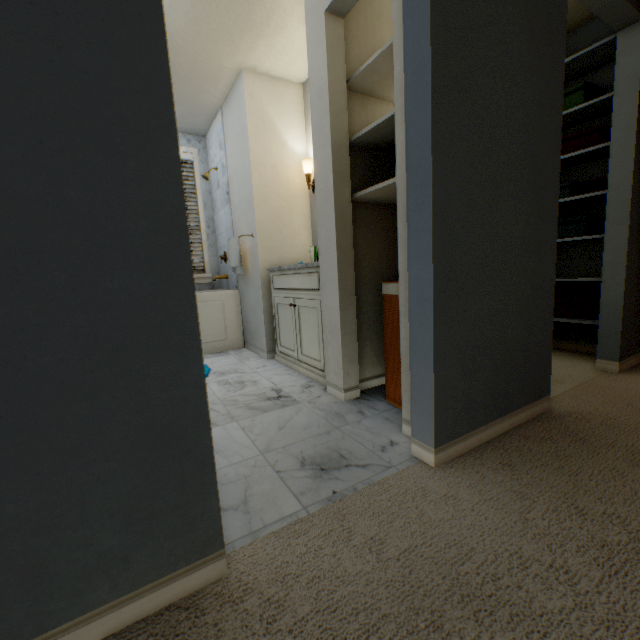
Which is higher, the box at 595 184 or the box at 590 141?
the box at 590 141

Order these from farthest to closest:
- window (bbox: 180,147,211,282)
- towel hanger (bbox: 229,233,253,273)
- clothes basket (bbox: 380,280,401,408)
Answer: window (bbox: 180,147,211,282) → towel hanger (bbox: 229,233,253,273) → clothes basket (bbox: 380,280,401,408)

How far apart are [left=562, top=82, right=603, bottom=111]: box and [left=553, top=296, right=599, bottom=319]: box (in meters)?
1.37

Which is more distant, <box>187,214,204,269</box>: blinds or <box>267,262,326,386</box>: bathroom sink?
<box>187,214,204,269</box>: blinds

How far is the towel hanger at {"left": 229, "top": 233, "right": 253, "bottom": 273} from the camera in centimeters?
304cm

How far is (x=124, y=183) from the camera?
0.7 meters

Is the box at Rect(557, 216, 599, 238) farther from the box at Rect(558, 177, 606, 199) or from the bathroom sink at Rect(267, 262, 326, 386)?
the bathroom sink at Rect(267, 262, 326, 386)

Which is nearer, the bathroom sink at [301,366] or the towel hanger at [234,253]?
the bathroom sink at [301,366]
